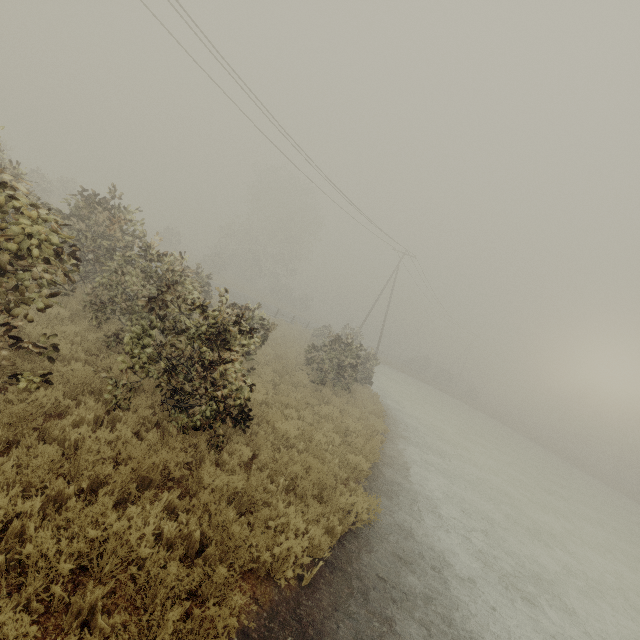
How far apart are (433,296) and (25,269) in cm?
4188
